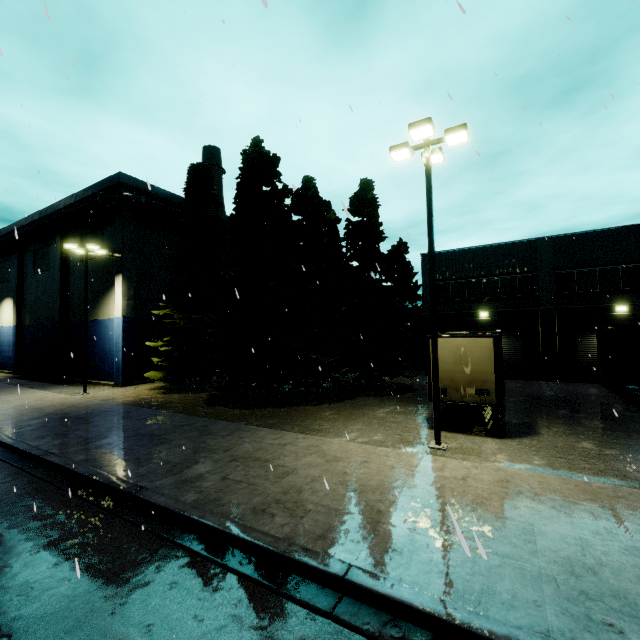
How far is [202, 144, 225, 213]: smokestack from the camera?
41.03m

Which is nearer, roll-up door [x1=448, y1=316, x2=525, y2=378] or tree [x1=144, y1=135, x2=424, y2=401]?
tree [x1=144, y1=135, x2=424, y2=401]

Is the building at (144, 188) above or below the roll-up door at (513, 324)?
above

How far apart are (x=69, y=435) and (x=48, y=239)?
29.2m

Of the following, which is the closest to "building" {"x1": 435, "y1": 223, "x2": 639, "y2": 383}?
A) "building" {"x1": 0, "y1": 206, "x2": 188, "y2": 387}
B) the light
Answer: "building" {"x1": 0, "y1": 206, "x2": 188, "y2": 387}

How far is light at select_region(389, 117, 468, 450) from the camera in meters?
9.8

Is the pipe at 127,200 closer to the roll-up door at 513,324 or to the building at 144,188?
the building at 144,188

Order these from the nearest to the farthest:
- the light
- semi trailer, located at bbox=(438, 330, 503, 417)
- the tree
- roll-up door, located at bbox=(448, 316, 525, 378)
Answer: the light
semi trailer, located at bbox=(438, 330, 503, 417)
the tree
roll-up door, located at bbox=(448, 316, 525, 378)
